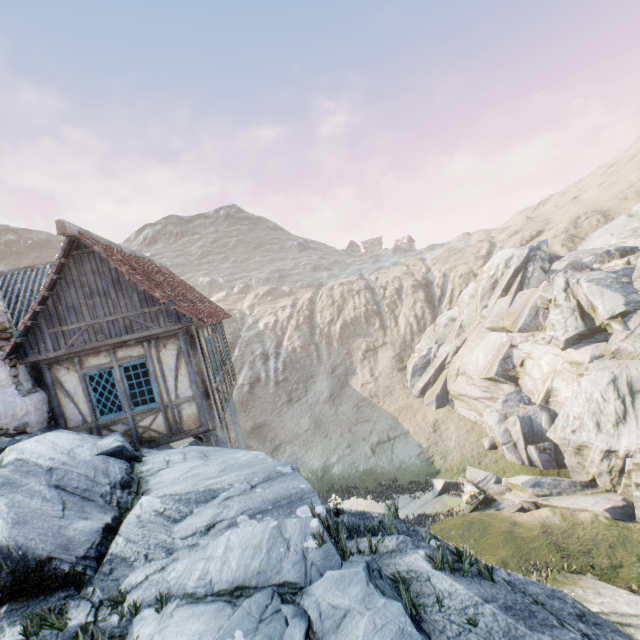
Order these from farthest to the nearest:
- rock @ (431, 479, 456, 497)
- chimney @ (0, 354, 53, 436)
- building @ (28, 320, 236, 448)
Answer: rock @ (431, 479, 456, 497) < building @ (28, 320, 236, 448) < chimney @ (0, 354, 53, 436)

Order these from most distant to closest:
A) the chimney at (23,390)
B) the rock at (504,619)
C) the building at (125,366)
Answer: the building at (125,366) < the chimney at (23,390) < the rock at (504,619)

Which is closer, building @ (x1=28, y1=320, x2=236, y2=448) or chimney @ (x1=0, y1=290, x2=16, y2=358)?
chimney @ (x1=0, y1=290, x2=16, y2=358)

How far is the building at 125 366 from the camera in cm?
840

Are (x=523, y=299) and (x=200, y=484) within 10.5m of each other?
no

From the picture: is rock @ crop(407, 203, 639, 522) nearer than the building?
No

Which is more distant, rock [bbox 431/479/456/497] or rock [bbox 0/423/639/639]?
rock [bbox 431/479/456/497]

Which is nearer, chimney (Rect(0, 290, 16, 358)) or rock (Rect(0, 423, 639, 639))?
rock (Rect(0, 423, 639, 639))
